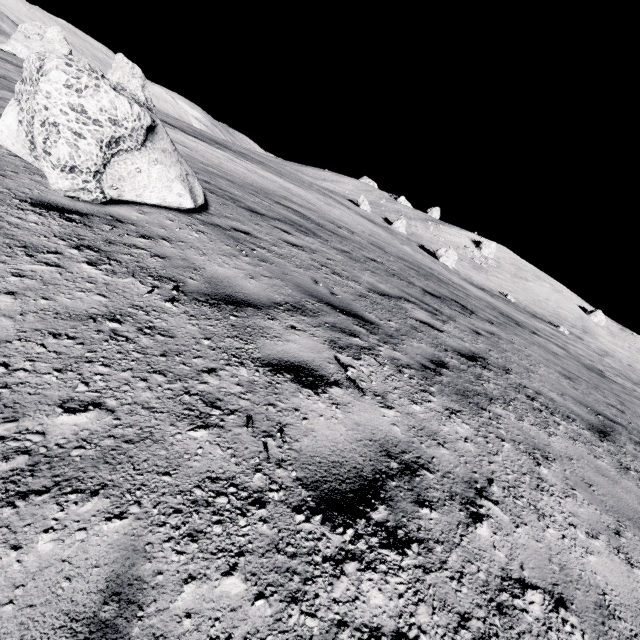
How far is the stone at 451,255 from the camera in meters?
A: 39.3

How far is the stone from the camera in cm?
3934

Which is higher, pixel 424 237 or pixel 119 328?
pixel 424 237
